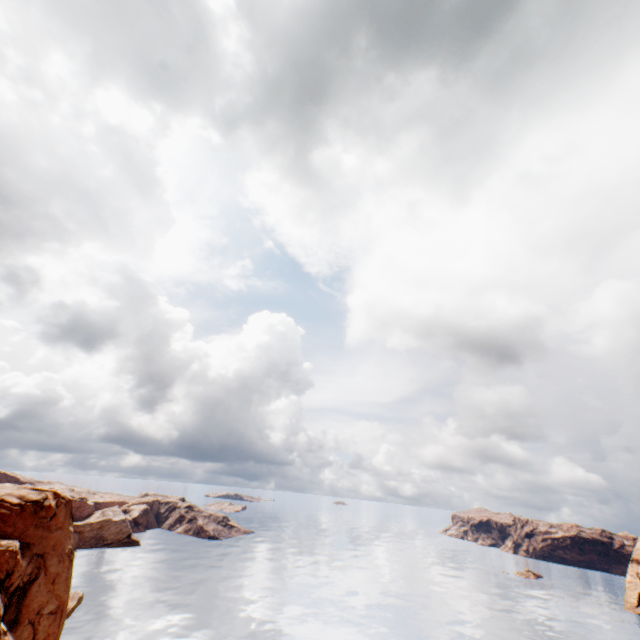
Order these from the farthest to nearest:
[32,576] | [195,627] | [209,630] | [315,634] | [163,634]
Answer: [315,634], [195,627], [209,630], [163,634], [32,576]
